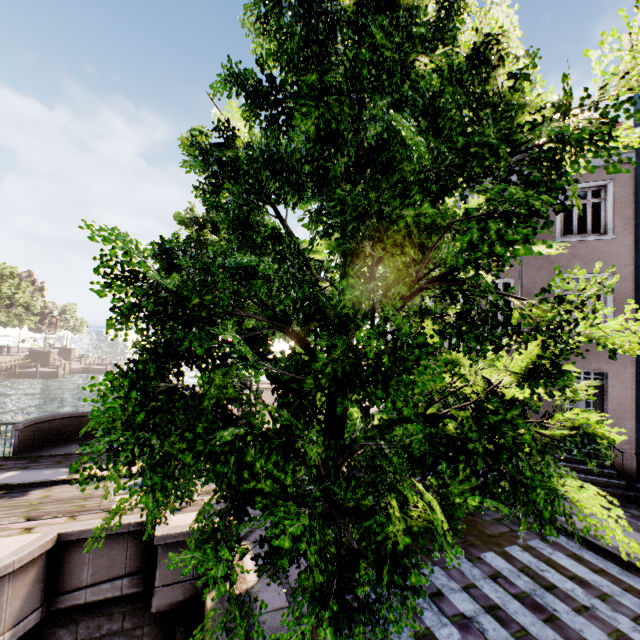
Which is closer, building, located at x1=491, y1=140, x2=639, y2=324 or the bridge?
the bridge

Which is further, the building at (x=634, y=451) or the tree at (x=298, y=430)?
the building at (x=634, y=451)

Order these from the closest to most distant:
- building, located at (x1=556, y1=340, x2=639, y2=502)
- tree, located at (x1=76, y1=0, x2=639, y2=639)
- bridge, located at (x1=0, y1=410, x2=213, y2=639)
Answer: tree, located at (x1=76, y1=0, x2=639, y2=639) < bridge, located at (x1=0, y1=410, x2=213, y2=639) < building, located at (x1=556, y1=340, x2=639, y2=502)

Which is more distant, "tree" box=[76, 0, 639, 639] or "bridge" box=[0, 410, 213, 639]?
"bridge" box=[0, 410, 213, 639]

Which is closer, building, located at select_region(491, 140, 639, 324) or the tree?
the tree

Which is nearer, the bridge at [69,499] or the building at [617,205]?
the bridge at [69,499]

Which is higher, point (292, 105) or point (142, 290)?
point (292, 105)

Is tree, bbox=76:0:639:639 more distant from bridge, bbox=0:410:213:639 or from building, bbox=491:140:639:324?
building, bbox=491:140:639:324
